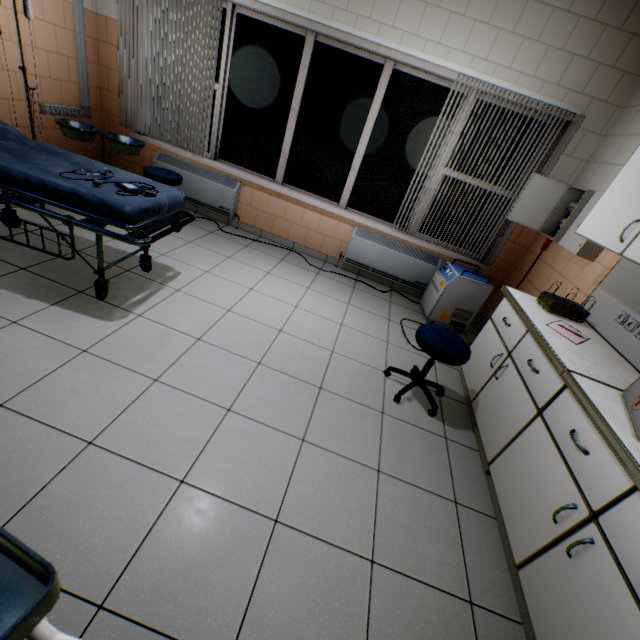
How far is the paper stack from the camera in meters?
2.4 m

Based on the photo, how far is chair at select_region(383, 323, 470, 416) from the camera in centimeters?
228cm

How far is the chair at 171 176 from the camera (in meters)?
3.63

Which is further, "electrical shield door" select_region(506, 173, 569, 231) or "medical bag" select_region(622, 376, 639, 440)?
A: "electrical shield door" select_region(506, 173, 569, 231)

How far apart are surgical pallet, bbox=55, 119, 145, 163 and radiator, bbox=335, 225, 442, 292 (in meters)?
2.62

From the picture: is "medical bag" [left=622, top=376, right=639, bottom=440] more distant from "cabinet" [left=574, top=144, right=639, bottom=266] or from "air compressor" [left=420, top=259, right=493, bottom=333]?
"air compressor" [left=420, top=259, right=493, bottom=333]

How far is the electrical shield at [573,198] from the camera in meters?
3.0

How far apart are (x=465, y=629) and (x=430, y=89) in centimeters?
452cm
